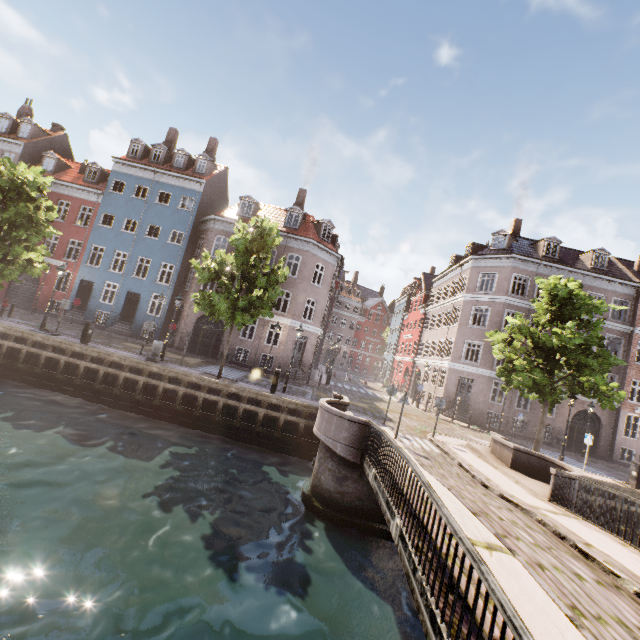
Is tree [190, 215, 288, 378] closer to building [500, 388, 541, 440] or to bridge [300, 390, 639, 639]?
bridge [300, 390, 639, 639]

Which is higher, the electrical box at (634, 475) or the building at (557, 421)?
the building at (557, 421)

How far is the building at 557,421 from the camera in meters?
24.6

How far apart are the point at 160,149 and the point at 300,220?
14.0 meters

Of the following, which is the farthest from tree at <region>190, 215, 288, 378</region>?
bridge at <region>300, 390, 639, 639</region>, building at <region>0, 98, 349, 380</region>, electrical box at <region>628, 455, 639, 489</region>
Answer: building at <region>0, 98, 349, 380</region>

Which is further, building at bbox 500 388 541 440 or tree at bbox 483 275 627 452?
building at bbox 500 388 541 440

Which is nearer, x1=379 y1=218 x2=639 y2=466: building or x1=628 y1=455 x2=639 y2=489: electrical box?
x1=628 y1=455 x2=639 y2=489: electrical box
